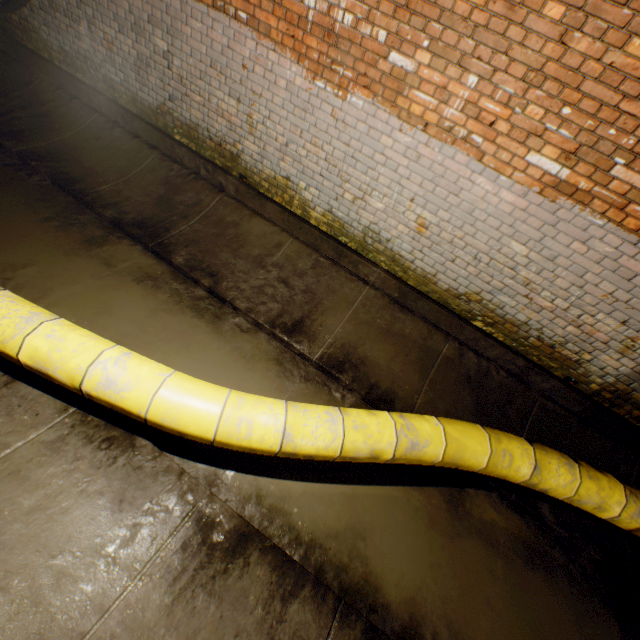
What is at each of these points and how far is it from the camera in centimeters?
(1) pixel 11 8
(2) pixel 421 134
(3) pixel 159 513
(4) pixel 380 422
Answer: (1) pipe railing, 441cm
(2) building tunnel, 322cm
(3) building tunnel, 229cm
(4) large conduit, 266cm

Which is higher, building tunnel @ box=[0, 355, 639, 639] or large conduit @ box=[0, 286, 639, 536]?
large conduit @ box=[0, 286, 639, 536]

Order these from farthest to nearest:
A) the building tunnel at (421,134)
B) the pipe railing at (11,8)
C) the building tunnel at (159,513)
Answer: the pipe railing at (11,8)
the building tunnel at (421,134)
the building tunnel at (159,513)

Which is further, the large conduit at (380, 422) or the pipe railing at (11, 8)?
the pipe railing at (11, 8)

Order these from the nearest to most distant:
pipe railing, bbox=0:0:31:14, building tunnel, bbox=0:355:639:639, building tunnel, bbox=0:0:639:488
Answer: building tunnel, bbox=0:355:639:639
building tunnel, bbox=0:0:639:488
pipe railing, bbox=0:0:31:14

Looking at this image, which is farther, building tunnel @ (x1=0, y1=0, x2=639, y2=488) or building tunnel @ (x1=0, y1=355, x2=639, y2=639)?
building tunnel @ (x1=0, y1=0, x2=639, y2=488)

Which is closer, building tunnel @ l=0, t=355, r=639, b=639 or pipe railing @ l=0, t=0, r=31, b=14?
building tunnel @ l=0, t=355, r=639, b=639
